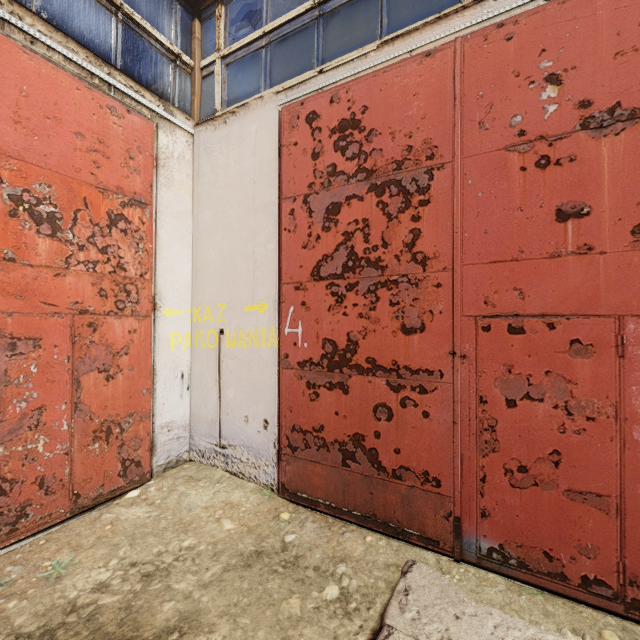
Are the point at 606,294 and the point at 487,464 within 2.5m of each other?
yes
